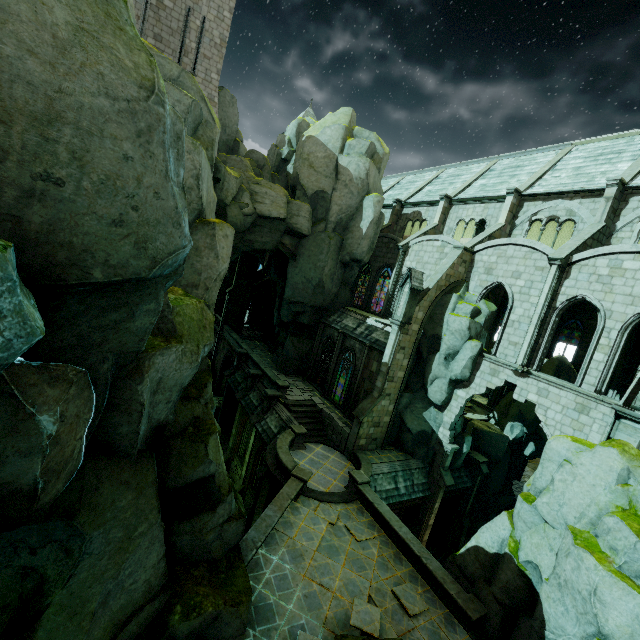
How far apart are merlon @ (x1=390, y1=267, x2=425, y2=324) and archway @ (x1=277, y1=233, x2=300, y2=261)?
10.1 meters

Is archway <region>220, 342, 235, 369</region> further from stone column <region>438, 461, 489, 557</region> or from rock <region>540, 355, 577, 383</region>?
stone column <region>438, 461, 489, 557</region>

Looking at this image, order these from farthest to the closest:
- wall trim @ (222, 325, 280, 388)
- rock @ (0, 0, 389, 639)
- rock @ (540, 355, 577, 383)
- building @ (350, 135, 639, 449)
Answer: rock @ (540, 355, 577, 383), wall trim @ (222, 325, 280, 388), building @ (350, 135, 639, 449), rock @ (0, 0, 389, 639)

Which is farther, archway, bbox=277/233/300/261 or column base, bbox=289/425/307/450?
archway, bbox=277/233/300/261

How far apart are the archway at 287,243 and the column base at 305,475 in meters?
16.2

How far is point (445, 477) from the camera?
20.95m

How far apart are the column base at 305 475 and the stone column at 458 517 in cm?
1409

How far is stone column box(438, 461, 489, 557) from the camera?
24.1 meters
